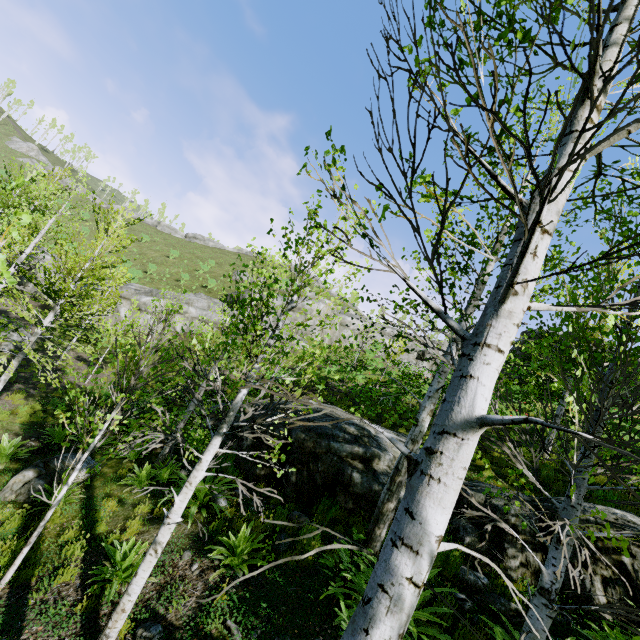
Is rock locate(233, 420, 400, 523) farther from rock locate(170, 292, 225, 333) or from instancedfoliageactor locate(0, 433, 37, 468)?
rock locate(170, 292, 225, 333)

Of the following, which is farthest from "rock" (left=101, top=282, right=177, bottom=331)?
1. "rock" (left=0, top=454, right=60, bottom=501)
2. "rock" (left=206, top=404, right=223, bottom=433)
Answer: "rock" (left=0, top=454, right=60, bottom=501)

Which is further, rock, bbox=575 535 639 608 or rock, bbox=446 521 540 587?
rock, bbox=446 521 540 587

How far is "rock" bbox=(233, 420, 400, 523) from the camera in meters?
7.0

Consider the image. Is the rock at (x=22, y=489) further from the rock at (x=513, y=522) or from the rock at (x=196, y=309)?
the rock at (x=196, y=309)

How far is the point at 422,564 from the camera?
Answer: 1.24m

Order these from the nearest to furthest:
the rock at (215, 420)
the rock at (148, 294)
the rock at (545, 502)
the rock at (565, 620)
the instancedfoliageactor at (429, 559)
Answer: the instancedfoliageactor at (429, 559) → the rock at (565, 620) → the rock at (545, 502) → the rock at (215, 420) → the rock at (148, 294)
